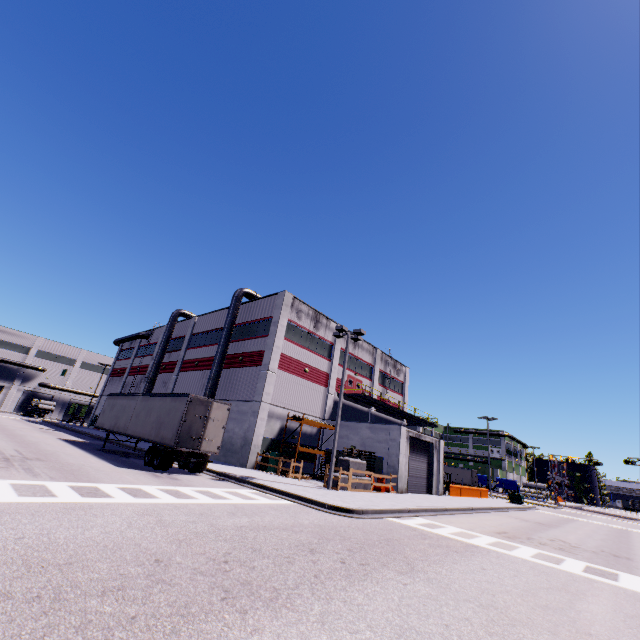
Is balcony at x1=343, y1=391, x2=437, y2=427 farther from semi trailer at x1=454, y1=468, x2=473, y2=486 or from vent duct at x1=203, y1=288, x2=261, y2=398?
vent duct at x1=203, y1=288, x2=261, y2=398

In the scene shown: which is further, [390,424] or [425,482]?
[425,482]

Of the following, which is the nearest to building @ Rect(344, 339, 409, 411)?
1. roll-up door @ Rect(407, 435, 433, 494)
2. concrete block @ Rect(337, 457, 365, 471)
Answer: roll-up door @ Rect(407, 435, 433, 494)

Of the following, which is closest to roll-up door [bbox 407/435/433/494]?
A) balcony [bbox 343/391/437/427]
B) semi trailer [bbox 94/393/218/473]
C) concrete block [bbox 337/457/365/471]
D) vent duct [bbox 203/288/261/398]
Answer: concrete block [bbox 337/457/365/471]

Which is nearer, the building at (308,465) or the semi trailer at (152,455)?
the semi trailer at (152,455)

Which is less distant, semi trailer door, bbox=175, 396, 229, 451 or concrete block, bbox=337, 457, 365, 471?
semi trailer door, bbox=175, 396, 229, 451

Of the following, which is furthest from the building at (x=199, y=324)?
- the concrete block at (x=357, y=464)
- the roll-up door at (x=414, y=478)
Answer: the concrete block at (x=357, y=464)

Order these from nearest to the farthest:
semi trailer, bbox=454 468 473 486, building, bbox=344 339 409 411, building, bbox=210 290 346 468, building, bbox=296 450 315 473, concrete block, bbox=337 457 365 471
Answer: concrete block, bbox=337 457 365 471 < building, bbox=210 290 346 468 < building, bbox=296 450 315 473 < building, bbox=344 339 409 411 < semi trailer, bbox=454 468 473 486
